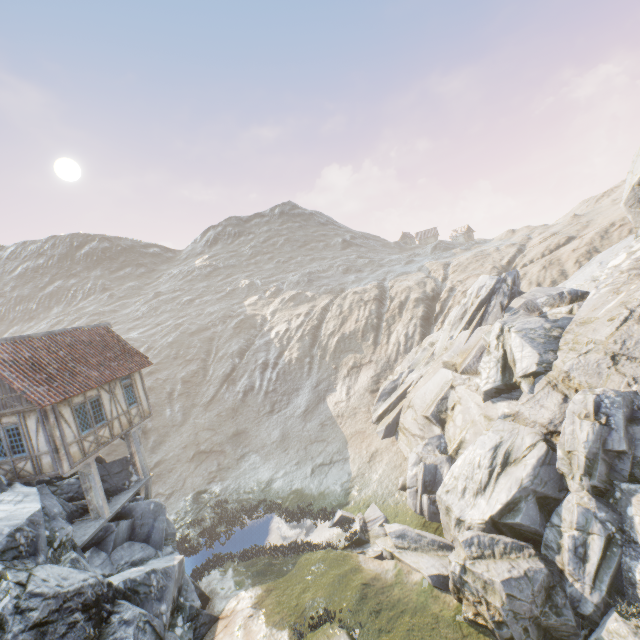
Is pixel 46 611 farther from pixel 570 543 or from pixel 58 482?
pixel 570 543

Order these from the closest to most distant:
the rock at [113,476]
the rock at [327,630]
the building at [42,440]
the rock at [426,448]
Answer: the rock at [426,448] → the rock at [327,630] → the building at [42,440] → the rock at [113,476]

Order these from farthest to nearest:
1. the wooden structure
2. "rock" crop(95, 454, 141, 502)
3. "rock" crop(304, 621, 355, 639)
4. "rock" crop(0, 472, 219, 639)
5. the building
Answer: "rock" crop(95, 454, 141, 502) < the wooden structure < the building < "rock" crop(304, 621, 355, 639) < "rock" crop(0, 472, 219, 639)

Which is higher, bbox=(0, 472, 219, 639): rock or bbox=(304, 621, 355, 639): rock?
bbox=(0, 472, 219, 639): rock

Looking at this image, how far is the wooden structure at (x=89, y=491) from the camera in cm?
1450

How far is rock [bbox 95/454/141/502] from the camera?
16.9m

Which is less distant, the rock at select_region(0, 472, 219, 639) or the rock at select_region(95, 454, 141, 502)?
the rock at select_region(0, 472, 219, 639)
